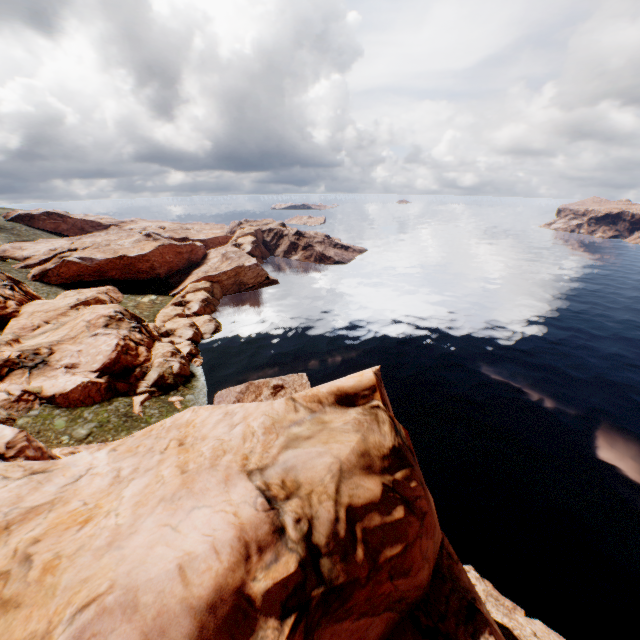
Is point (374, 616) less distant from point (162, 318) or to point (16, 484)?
point (16, 484)
